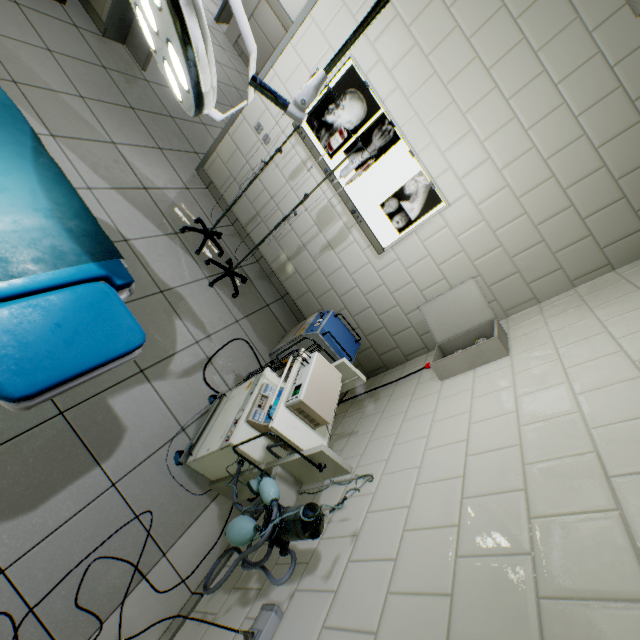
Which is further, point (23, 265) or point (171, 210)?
point (171, 210)

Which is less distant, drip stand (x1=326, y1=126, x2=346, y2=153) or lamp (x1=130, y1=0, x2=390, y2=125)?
lamp (x1=130, y1=0, x2=390, y2=125)

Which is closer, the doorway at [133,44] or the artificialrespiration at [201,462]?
the artificialrespiration at [201,462]

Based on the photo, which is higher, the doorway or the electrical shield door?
the electrical shield door

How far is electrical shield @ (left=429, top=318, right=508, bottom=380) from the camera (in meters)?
2.16

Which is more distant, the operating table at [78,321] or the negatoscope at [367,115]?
the negatoscope at [367,115]

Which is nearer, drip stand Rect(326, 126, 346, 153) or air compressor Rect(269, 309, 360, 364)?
drip stand Rect(326, 126, 346, 153)

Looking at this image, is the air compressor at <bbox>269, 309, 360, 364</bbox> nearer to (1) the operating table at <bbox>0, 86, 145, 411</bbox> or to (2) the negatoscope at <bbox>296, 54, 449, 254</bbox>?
(2) the negatoscope at <bbox>296, 54, 449, 254</bbox>
